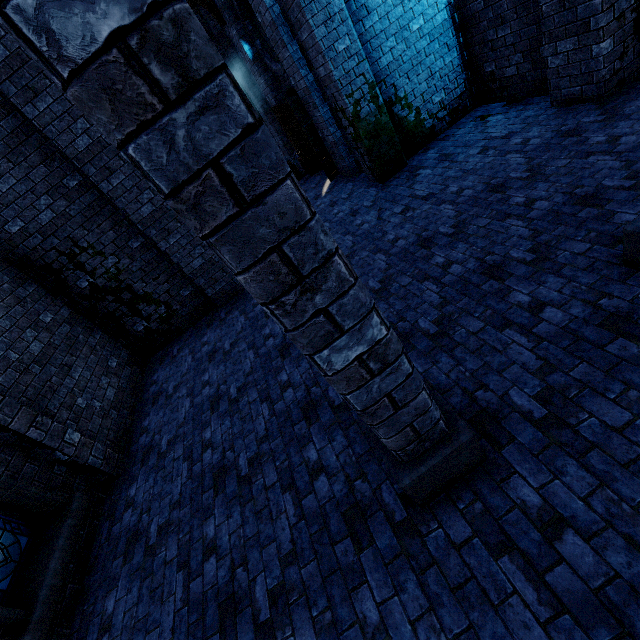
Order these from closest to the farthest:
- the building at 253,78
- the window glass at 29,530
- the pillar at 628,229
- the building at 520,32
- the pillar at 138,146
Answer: the pillar at 138,146 < the pillar at 628,229 < the window glass at 29,530 < the building at 520,32 < the building at 253,78

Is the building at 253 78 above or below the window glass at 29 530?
above

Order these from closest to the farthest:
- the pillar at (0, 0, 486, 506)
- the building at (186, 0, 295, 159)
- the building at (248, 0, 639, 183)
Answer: the pillar at (0, 0, 486, 506)
the building at (248, 0, 639, 183)
the building at (186, 0, 295, 159)

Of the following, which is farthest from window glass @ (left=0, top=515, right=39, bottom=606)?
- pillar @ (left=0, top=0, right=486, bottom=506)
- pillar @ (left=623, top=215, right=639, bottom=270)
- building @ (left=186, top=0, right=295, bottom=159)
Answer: pillar @ (left=623, top=215, right=639, bottom=270)

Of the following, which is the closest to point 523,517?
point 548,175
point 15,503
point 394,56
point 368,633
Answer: point 368,633

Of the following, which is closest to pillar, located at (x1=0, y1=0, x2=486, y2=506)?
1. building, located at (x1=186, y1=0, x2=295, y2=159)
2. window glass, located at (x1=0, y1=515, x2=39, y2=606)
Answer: building, located at (x1=186, y1=0, x2=295, y2=159)

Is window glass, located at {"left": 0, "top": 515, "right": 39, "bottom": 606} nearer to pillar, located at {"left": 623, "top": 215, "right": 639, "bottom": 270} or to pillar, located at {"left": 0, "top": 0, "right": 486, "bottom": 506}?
pillar, located at {"left": 0, "top": 0, "right": 486, "bottom": 506}

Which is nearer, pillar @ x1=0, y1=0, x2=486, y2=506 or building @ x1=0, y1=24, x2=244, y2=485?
pillar @ x1=0, y1=0, x2=486, y2=506
